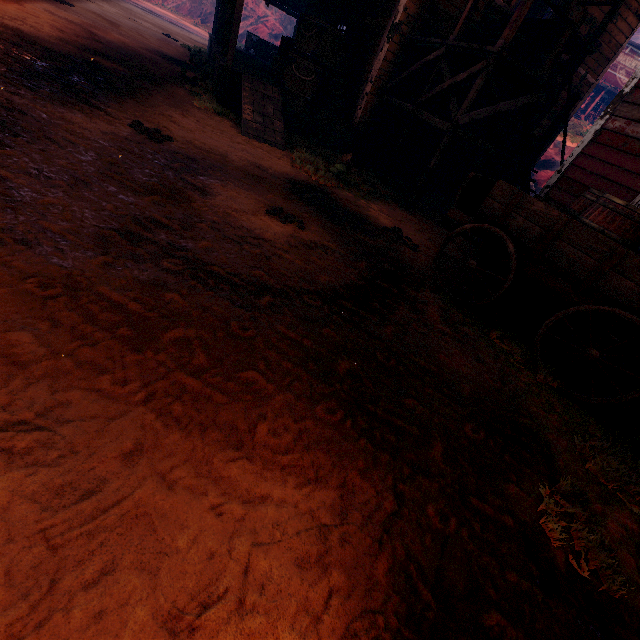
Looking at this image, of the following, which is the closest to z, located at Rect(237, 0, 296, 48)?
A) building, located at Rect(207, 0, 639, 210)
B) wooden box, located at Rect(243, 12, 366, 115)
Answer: building, located at Rect(207, 0, 639, 210)

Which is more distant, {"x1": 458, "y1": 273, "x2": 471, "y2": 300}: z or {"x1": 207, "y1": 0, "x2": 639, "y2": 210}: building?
{"x1": 207, "y1": 0, "x2": 639, "y2": 210}: building

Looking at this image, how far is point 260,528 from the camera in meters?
1.6

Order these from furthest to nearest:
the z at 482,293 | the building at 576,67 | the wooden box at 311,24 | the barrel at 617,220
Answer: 1. the wooden box at 311,24
2. the building at 576,67
3. the z at 482,293
4. the barrel at 617,220

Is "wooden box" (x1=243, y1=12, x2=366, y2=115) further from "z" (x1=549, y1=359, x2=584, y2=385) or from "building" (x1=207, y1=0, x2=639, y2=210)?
"z" (x1=549, y1=359, x2=584, y2=385)

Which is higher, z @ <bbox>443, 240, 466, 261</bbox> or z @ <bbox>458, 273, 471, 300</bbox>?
z @ <bbox>443, 240, 466, 261</bbox>

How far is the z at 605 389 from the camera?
4.1m

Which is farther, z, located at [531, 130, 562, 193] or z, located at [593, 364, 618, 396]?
z, located at [531, 130, 562, 193]
